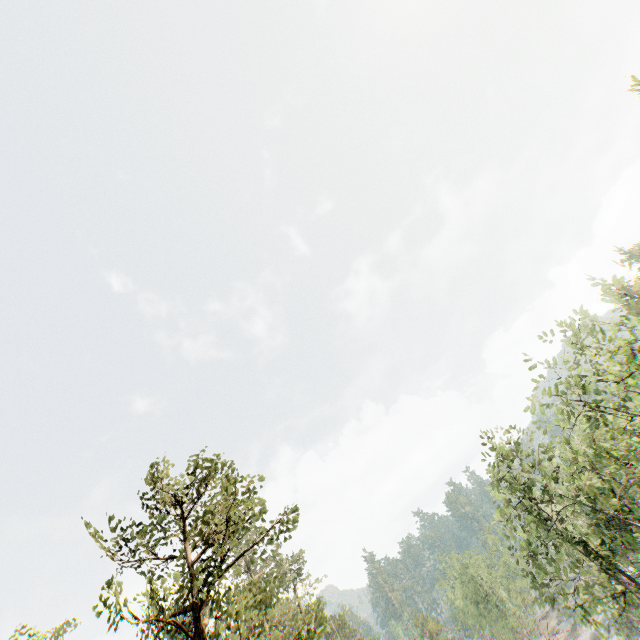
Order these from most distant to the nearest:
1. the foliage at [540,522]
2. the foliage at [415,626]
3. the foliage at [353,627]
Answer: the foliage at [415,626] < the foliage at [540,522] < the foliage at [353,627]

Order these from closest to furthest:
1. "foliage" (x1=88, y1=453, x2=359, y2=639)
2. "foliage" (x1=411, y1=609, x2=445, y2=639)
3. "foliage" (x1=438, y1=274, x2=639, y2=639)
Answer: "foliage" (x1=88, y1=453, x2=359, y2=639)
"foliage" (x1=438, y1=274, x2=639, y2=639)
"foliage" (x1=411, y1=609, x2=445, y2=639)

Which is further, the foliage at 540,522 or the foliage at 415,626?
the foliage at 415,626

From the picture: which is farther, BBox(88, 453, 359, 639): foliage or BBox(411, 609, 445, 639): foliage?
BBox(411, 609, 445, 639): foliage

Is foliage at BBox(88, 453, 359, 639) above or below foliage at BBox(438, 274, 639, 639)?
above

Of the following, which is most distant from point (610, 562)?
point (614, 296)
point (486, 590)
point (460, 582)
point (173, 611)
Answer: point (486, 590)
